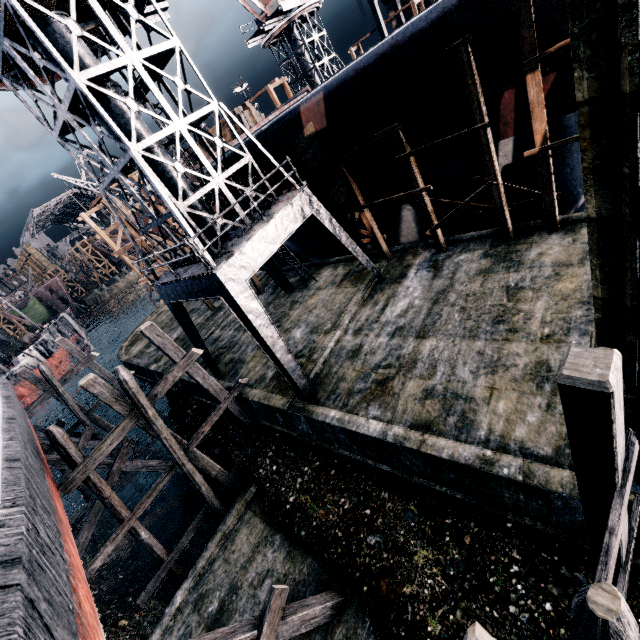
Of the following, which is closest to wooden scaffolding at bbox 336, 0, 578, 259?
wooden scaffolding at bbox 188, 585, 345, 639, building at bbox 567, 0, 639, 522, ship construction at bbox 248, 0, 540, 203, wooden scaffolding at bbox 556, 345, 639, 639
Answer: ship construction at bbox 248, 0, 540, 203

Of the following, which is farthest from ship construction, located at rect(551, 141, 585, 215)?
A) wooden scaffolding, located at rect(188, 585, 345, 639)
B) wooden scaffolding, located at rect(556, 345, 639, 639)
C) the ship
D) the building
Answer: wooden scaffolding, located at rect(188, 585, 345, 639)

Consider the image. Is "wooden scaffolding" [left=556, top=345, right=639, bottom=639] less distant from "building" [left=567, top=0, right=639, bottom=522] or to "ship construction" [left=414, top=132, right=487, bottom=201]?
"building" [left=567, top=0, right=639, bottom=522]

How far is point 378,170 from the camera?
14.4 meters

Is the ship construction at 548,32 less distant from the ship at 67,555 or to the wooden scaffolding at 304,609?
the ship at 67,555

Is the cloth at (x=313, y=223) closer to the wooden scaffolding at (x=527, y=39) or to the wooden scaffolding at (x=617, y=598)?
the wooden scaffolding at (x=527, y=39)

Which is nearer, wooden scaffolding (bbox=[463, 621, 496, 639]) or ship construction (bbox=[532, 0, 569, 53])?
wooden scaffolding (bbox=[463, 621, 496, 639])

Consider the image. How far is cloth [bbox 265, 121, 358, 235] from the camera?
14.00m
